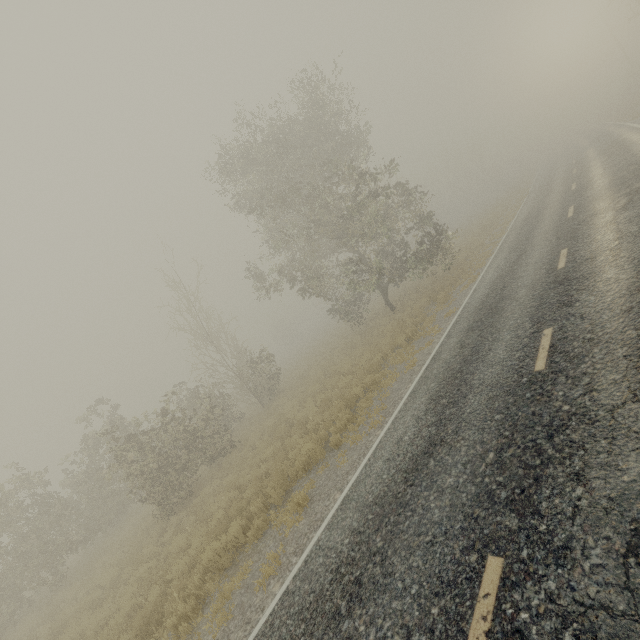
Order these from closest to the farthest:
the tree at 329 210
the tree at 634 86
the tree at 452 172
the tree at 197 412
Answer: the tree at 197 412, the tree at 329 210, the tree at 634 86, the tree at 452 172

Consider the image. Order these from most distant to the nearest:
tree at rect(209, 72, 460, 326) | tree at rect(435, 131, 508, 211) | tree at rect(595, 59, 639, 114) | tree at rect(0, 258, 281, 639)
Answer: tree at rect(435, 131, 508, 211)
tree at rect(595, 59, 639, 114)
tree at rect(209, 72, 460, 326)
tree at rect(0, 258, 281, 639)

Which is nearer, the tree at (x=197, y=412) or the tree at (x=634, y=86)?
the tree at (x=197, y=412)

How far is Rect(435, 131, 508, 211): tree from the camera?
49.7 meters

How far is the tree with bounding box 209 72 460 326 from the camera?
15.59m

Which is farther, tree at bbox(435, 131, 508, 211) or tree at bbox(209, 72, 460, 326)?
tree at bbox(435, 131, 508, 211)

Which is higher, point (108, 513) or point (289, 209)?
point (289, 209)

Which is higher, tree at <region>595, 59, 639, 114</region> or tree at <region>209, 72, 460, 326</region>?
tree at <region>209, 72, 460, 326</region>
